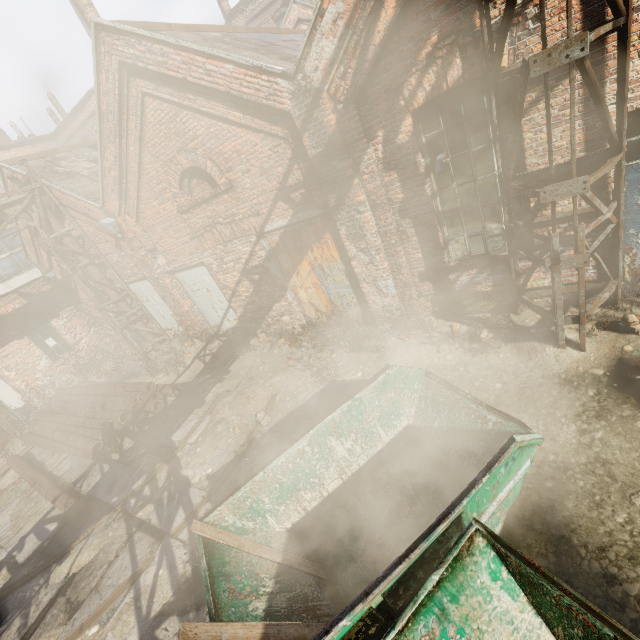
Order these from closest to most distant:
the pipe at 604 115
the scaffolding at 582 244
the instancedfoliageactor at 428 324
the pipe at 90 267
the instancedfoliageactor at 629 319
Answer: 1. the pipe at 604 115
2. the scaffolding at 582 244
3. the instancedfoliageactor at 629 319
4. the instancedfoliageactor at 428 324
5. the pipe at 90 267

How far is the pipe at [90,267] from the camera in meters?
10.5

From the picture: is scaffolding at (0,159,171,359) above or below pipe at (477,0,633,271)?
below

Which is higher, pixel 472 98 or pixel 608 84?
pixel 472 98

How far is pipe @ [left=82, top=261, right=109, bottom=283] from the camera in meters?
10.5

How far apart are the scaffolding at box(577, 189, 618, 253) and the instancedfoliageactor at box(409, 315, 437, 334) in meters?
1.5 m

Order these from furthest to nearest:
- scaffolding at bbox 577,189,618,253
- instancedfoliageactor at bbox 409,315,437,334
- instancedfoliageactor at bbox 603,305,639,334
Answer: instancedfoliageactor at bbox 409,315,437,334, instancedfoliageactor at bbox 603,305,639,334, scaffolding at bbox 577,189,618,253

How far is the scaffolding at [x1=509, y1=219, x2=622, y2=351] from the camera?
4.3m
